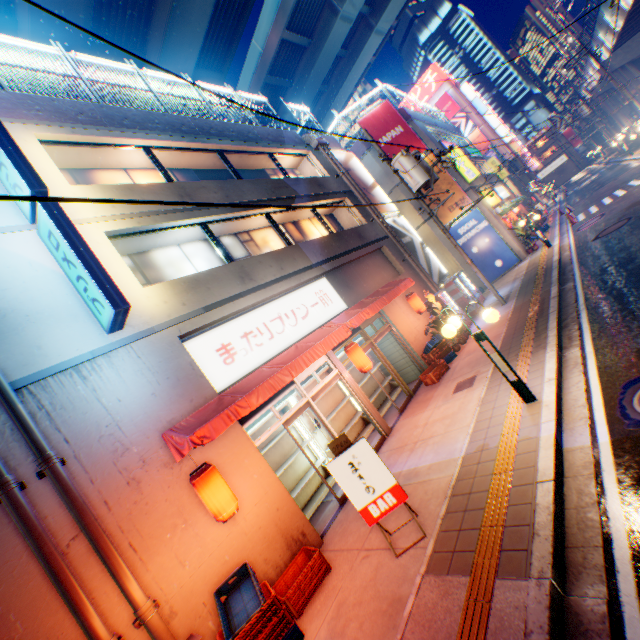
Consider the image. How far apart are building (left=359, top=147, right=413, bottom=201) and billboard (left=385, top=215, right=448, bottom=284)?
2.9m

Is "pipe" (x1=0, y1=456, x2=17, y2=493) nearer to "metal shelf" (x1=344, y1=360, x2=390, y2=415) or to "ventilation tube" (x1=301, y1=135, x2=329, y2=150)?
"metal shelf" (x1=344, y1=360, x2=390, y2=415)

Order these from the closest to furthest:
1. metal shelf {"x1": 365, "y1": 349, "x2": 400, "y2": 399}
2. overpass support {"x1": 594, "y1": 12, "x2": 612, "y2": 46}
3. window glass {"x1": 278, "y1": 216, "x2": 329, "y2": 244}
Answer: metal shelf {"x1": 365, "y1": 349, "x2": 400, "y2": 399}, window glass {"x1": 278, "y1": 216, "x2": 329, "y2": 244}, overpass support {"x1": 594, "y1": 12, "x2": 612, "y2": 46}

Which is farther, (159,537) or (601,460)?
(159,537)

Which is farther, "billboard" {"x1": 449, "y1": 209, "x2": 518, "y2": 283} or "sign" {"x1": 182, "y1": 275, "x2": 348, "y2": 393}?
"billboard" {"x1": 449, "y1": 209, "x2": 518, "y2": 283}

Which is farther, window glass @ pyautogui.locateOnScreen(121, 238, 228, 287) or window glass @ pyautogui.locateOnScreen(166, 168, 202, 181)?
window glass @ pyautogui.locateOnScreen(166, 168, 202, 181)

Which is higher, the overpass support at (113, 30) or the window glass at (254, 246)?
the overpass support at (113, 30)

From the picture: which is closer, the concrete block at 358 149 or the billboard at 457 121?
the concrete block at 358 149
